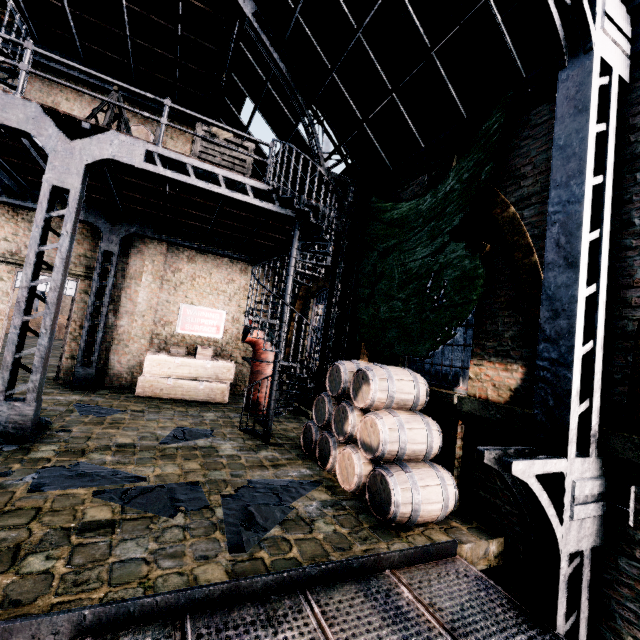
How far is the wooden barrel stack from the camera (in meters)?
10.45

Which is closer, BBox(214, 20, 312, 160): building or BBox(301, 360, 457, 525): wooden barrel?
BBox(301, 360, 457, 525): wooden barrel

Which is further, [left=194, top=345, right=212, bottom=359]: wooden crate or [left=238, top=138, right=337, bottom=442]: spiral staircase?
[left=194, top=345, right=212, bottom=359]: wooden crate

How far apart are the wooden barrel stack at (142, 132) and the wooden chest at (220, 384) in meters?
6.7 m

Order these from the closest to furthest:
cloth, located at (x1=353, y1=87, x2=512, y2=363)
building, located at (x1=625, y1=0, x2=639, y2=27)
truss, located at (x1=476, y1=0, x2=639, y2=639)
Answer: truss, located at (x1=476, y1=0, x2=639, y2=639) < building, located at (x1=625, y1=0, x2=639, y2=27) < cloth, located at (x1=353, y1=87, x2=512, y2=363)

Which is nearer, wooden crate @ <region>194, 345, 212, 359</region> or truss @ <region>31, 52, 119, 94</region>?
truss @ <region>31, 52, 119, 94</region>

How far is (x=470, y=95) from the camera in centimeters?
630cm

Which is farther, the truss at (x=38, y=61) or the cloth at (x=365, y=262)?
the truss at (x=38, y=61)
